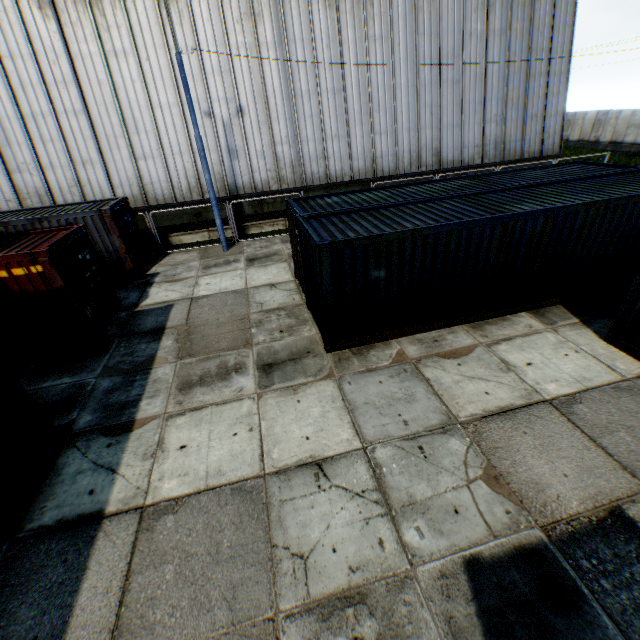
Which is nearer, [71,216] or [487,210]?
[487,210]

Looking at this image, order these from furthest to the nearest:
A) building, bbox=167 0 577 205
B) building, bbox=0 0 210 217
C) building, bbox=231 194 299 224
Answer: building, bbox=231 194 299 224 → building, bbox=167 0 577 205 → building, bbox=0 0 210 217

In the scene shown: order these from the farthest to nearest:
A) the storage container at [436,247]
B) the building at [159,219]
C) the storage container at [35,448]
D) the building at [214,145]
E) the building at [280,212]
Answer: the building at [280,212] → the building at [159,219] → the building at [214,145] → the storage container at [436,247] → the storage container at [35,448]

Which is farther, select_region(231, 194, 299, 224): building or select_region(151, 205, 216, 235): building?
select_region(231, 194, 299, 224): building

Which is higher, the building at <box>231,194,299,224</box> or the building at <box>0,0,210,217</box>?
the building at <box>0,0,210,217</box>

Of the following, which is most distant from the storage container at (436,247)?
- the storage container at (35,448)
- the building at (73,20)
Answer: the building at (73,20)

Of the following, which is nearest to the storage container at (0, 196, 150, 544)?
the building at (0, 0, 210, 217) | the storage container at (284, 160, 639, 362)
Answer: the storage container at (284, 160, 639, 362)

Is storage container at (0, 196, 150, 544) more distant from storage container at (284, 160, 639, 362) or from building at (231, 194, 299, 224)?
building at (231, 194, 299, 224)
